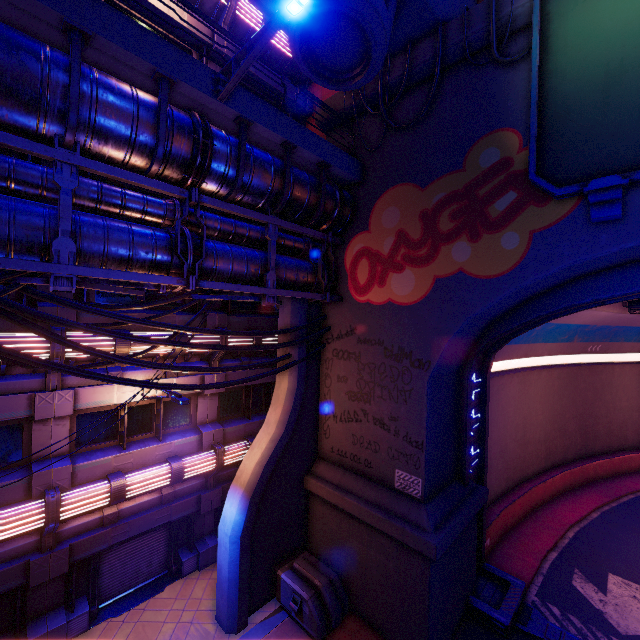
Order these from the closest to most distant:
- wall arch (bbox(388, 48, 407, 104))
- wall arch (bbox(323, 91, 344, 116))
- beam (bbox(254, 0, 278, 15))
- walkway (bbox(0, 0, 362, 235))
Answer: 1. walkway (bbox(0, 0, 362, 235))
2. wall arch (bbox(388, 48, 407, 104))
3. wall arch (bbox(323, 91, 344, 116))
4. beam (bbox(254, 0, 278, 15))

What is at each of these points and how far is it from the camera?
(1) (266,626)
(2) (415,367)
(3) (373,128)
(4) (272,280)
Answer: (1) beam, 10.4m
(2) wall arch, 10.1m
(3) wall arch, 11.4m
(4) pipe, 9.8m

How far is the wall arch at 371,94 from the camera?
10.9m

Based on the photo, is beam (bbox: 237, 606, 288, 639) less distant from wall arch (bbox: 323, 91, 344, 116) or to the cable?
wall arch (bbox: 323, 91, 344, 116)

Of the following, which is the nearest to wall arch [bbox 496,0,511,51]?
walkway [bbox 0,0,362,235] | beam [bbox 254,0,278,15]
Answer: walkway [bbox 0,0,362,235]

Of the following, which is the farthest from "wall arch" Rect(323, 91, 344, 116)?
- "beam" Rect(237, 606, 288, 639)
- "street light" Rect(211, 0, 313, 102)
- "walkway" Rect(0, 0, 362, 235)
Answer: "street light" Rect(211, 0, 313, 102)

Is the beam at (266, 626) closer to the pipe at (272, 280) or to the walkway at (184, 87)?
the pipe at (272, 280)

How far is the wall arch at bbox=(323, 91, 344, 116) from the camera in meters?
11.9 m
